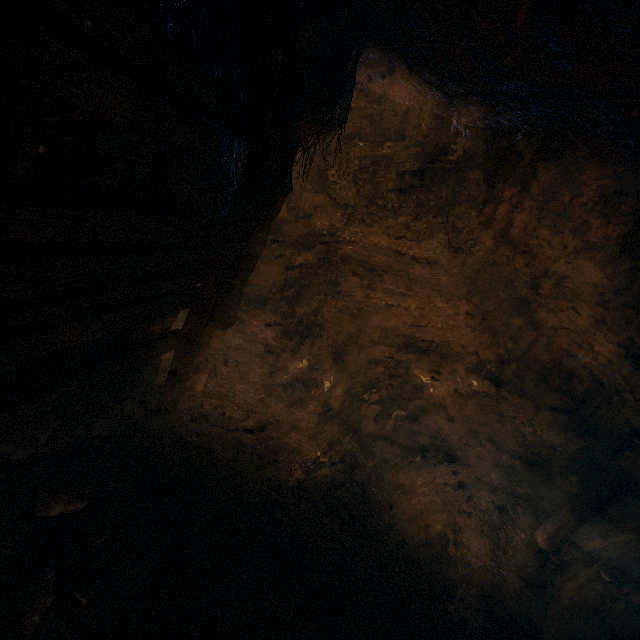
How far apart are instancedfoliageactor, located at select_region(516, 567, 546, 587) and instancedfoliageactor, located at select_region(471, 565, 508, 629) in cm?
44

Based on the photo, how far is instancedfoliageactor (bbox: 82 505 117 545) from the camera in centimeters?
244cm

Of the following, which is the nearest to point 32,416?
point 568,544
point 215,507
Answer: point 215,507

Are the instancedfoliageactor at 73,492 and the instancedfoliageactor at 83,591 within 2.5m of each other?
yes

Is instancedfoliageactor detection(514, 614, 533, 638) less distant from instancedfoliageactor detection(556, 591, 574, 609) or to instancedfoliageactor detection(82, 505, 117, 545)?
instancedfoliageactor detection(556, 591, 574, 609)

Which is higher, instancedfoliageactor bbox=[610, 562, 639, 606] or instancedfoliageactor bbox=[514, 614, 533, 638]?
instancedfoliageactor bbox=[610, 562, 639, 606]

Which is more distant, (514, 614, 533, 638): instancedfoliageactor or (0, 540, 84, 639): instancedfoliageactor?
A: (514, 614, 533, 638): instancedfoliageactor

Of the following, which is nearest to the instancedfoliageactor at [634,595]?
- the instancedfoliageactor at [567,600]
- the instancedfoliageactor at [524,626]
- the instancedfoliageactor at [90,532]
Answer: the instancedfoliageactor at [567,600]
